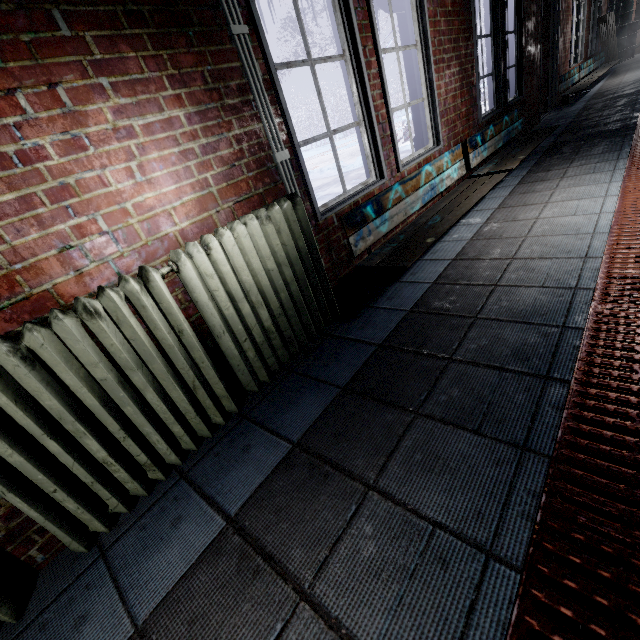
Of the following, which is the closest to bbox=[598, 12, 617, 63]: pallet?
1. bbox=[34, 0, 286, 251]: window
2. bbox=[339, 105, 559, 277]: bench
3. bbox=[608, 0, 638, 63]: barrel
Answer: bbox=[608, 0, 638, 63]: barrel

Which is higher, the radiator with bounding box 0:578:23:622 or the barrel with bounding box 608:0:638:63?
the barrel with bounding box 608:0:638:63

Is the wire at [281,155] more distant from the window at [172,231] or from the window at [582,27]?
the window at [582,27]

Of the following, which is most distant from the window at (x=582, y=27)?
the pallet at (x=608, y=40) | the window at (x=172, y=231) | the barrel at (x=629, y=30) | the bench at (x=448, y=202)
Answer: the bench at (x=448, y=202)

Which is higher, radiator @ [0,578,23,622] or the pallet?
the pallet

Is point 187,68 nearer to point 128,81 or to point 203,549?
point 128,81

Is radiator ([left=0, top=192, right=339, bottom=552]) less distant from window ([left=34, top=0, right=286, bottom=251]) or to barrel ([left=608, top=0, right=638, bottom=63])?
window ([left=34, top=0, right=286, bottom=251])

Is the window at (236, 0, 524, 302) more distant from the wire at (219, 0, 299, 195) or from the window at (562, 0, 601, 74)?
the window at (562, 0, 601, 74)
